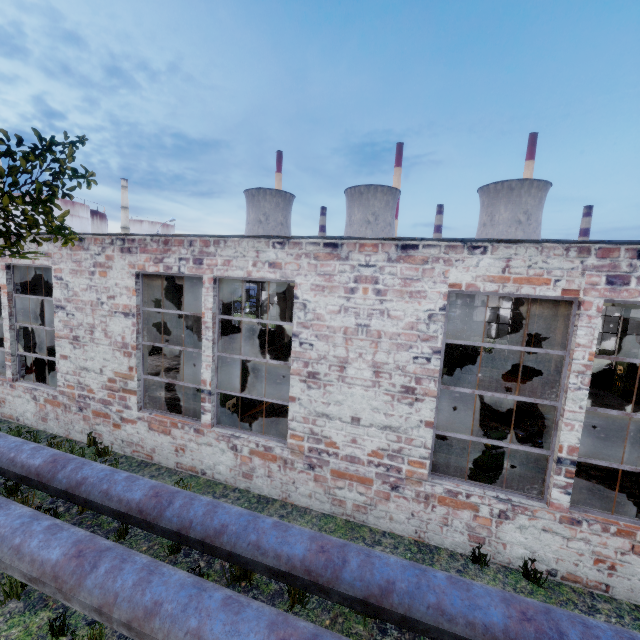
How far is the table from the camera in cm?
1256

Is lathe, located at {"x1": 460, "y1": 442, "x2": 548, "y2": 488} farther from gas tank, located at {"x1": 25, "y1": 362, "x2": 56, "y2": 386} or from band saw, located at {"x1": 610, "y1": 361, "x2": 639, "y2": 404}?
gas tank, located at {"x1": 25, "y1": 362, "x2": 56, "y2": 386}

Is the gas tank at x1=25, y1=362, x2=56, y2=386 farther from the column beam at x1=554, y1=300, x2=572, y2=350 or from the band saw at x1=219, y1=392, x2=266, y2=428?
the column beam at x1=554, y1=300, x2=572, y2=350

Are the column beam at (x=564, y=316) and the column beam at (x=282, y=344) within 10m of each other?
no

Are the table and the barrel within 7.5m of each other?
no

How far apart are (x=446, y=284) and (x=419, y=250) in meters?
0.7

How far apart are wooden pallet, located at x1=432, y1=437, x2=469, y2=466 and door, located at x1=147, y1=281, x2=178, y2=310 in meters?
13.1

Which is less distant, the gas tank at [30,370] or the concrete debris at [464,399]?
the gas tank at [30,370]
